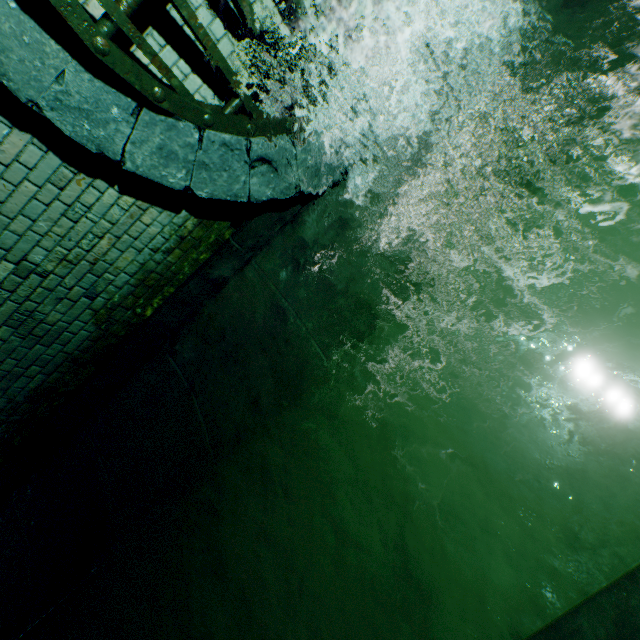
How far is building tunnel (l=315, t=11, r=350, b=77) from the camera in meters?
2.3 m

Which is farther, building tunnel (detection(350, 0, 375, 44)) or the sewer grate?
building tunnel (detection(350, 0, 375, 44))

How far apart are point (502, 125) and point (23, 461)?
5.61m

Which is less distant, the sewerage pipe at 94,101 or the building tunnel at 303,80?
the sewerage pipe at 94,101

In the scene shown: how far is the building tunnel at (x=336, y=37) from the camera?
2.3 meters
